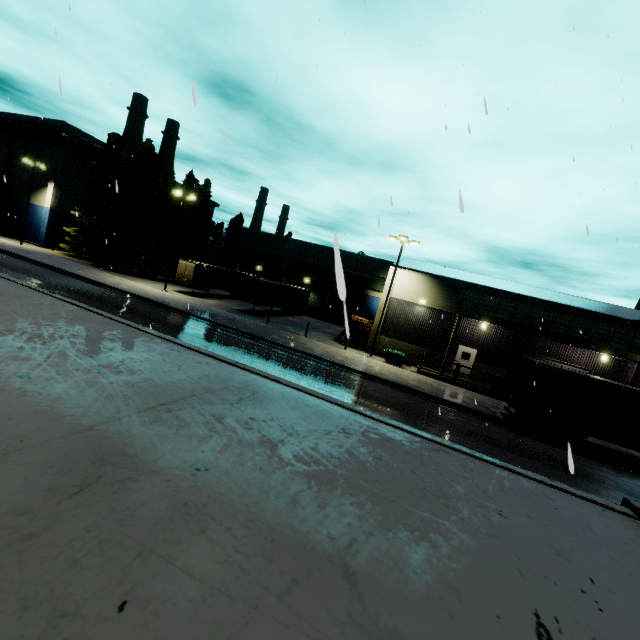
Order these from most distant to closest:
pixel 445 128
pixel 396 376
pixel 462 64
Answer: pixel 396 376 < pixel 462 64 < pixel 445 128

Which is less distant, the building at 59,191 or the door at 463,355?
the door at 463,355

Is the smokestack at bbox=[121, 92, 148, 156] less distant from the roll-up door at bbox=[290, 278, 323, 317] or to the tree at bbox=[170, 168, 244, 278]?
the tree at bbox=[170, 168, 244, 278]

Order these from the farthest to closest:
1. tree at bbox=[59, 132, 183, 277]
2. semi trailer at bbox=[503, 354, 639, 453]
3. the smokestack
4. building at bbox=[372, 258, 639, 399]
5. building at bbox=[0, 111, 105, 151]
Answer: the smokestack
building at bbox=[0, 111, 105, 151]
tree at bbox=[59, 132, 183, 277]
building at bbox=[372, 258, 639, 399]
semi trailer at bbox=[503, 354, 639, 453]

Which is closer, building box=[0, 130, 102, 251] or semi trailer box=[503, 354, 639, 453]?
semi trailer box=[503, 354, 639, 453]

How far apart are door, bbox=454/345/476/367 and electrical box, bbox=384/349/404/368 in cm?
497

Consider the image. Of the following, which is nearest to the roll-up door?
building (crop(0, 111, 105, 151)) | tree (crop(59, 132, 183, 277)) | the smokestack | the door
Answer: building (crop(0, 111, 105, 151))

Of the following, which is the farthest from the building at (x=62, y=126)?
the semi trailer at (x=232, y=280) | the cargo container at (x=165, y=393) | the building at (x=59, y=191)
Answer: the cargo container at (x=165, y=393)
